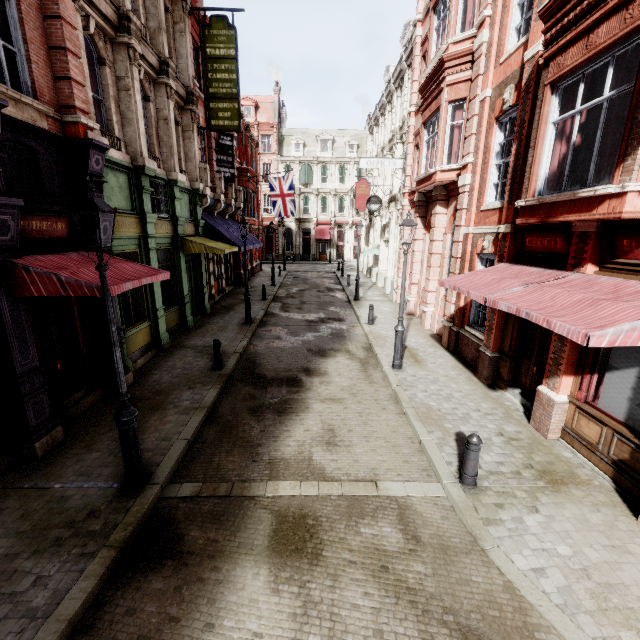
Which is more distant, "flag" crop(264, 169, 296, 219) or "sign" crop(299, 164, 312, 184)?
"sign" crop(299, 164, 312, 184)

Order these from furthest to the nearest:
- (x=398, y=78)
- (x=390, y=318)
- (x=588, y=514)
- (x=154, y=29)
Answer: (x=398, y=78)
(x=390, y=318)
(x=154, y=29)
(x=588, y=514)

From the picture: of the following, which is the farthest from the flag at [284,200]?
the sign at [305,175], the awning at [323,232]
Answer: the sign at [305,175]

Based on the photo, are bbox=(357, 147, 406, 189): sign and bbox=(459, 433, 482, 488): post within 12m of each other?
no

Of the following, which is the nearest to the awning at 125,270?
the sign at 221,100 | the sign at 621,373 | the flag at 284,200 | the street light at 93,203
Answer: the street light at 93,203

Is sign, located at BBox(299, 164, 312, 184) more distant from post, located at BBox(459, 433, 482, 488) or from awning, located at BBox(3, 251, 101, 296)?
post, located at BBox(459, 433, 482, 488)

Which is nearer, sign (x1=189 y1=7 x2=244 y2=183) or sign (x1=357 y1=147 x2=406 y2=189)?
sign (x1=189 y1=7 x2=244 y2=183)

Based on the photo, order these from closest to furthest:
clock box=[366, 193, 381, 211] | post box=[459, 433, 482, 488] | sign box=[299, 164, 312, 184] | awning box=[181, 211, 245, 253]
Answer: post box=[459, 433, 482, 488], awning box=[181, 211, 245, 253], clock box=[366, 193, 381, 211], sign box=[299, 164, 312, 184]
